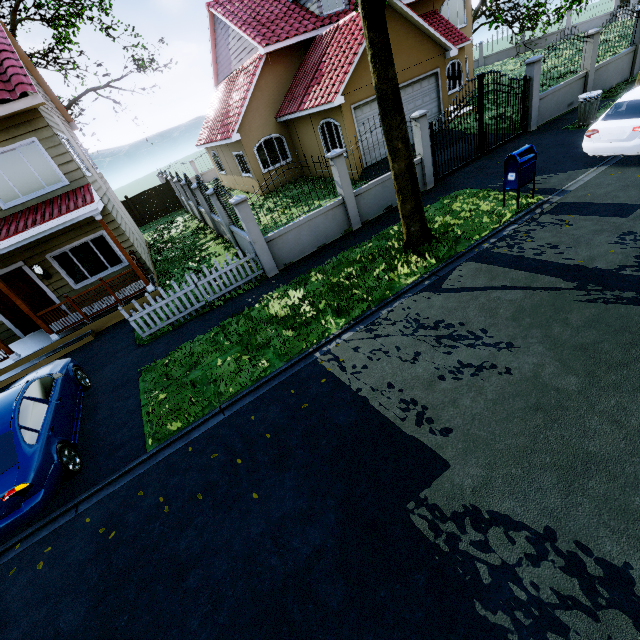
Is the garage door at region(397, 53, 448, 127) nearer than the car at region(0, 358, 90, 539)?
No

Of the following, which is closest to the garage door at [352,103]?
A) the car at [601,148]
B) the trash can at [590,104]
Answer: the trash can at [590,104]

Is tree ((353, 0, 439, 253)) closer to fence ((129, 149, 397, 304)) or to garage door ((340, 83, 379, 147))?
fence ((129, 149, 397, 304))

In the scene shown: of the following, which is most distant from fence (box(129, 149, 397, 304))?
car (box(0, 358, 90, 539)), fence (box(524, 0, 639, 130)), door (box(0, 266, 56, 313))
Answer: door (box(0, 266, 56, 313))

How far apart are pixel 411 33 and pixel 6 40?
14.5 meters

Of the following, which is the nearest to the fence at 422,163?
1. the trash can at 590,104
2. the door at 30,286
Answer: the door at 30,286

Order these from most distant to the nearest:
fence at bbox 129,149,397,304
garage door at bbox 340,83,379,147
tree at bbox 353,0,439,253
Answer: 1. garage door at bbox 340,83,379,147
2. fence at bbox 129,149,397,304
3. tree at bbox 353,0,439,253

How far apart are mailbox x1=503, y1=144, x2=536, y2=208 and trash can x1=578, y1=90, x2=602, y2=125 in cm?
595
